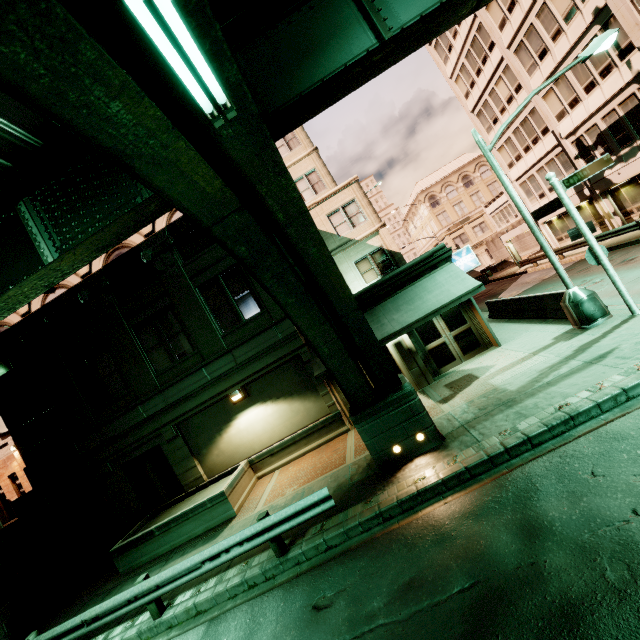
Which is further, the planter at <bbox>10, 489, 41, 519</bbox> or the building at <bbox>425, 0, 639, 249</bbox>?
the building at <bbox>425, 0, 639, 249</bbox>

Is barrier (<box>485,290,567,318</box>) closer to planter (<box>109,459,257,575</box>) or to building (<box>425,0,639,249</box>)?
building (<box>425,0,639,249</box>)

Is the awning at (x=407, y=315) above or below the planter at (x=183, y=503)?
above

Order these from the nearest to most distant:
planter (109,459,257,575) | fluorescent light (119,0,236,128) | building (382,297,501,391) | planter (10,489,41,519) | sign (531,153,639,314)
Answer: fluorescent light (119,0,236,128) → sign (531,153,639,314) → planter (109,459,257,575) → building (382,297,501,391) → planter (10,489,41,519)

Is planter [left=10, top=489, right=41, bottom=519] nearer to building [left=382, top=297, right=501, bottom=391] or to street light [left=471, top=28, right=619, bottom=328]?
building [left=382, top=297, right=501, bottom=391]

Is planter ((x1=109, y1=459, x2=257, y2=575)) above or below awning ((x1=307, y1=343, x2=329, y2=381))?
below

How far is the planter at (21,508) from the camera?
15.9 meters

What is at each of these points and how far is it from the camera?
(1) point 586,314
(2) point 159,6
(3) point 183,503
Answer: (1) street light, 10.0m
(2) fluorescent light, 2.1m
(3) planter, 13.3m
